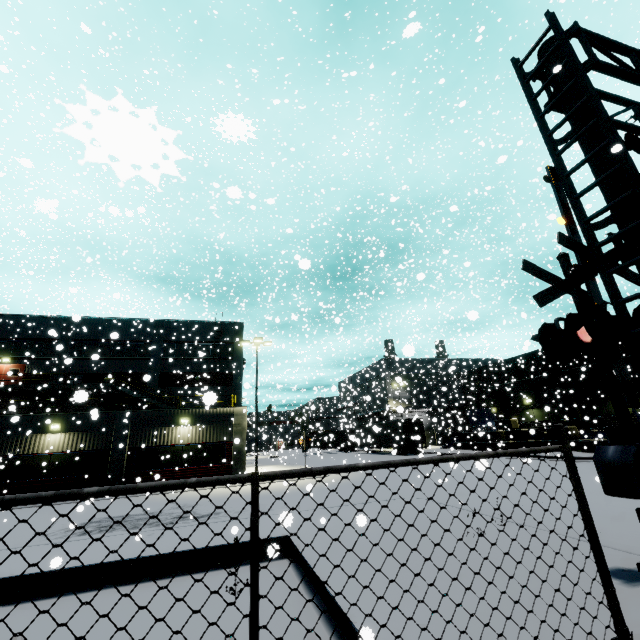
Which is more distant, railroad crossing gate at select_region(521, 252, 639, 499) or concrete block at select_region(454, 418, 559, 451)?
concrete block at select_region(454, 418, 559, 451)

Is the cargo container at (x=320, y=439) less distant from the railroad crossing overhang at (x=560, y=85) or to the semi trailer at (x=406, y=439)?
the semi trailer at (x=406, y=439)

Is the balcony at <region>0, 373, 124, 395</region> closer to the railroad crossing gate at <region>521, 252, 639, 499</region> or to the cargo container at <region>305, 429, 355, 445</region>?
the cargo container at <region>305, 429, 355, 445</region>

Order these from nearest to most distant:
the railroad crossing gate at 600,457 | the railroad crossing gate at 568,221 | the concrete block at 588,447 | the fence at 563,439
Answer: the fence at 563,439 → the railroad crossing gate at 600,457 → the railroad crossing gate at 568,221 → the concrete block at 588,447

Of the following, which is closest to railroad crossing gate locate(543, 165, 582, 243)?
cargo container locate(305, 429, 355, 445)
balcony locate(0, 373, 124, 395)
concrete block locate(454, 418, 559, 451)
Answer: concrete block locate(454, 418, 559, 451)

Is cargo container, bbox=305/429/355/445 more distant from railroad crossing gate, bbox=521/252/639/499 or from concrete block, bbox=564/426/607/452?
railroad crossing gate, bbox=521/252/639/499

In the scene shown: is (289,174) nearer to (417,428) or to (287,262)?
(287,262)

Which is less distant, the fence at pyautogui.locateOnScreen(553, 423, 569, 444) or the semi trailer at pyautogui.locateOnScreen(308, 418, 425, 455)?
the fence at pyautogui.locateOnScreen(553, 423, 569, 444)
